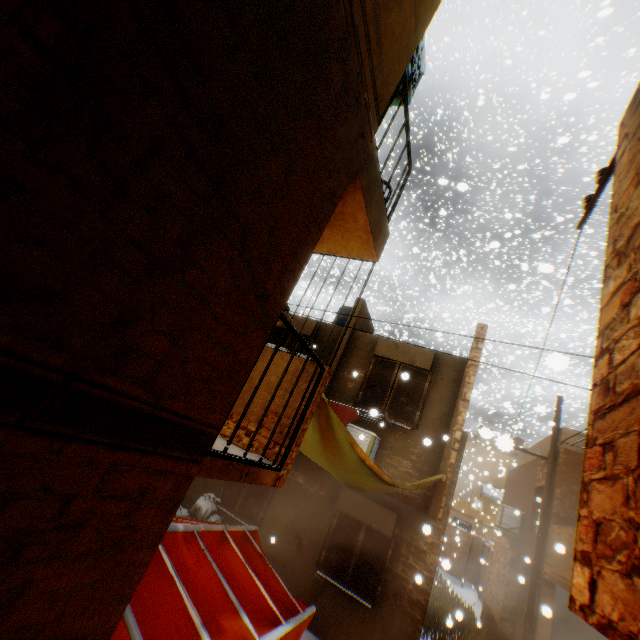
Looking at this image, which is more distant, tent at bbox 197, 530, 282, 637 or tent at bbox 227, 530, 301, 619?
tent at bbox 227, 530, 301, 619

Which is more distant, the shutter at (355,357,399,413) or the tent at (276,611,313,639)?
the shutter at (355,357,399,413)

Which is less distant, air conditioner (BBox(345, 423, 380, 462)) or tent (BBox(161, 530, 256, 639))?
tent (BBox(161, 530, 256, 639))

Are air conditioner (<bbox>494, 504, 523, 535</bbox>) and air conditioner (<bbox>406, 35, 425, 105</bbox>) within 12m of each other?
no

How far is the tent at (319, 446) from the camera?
4.32m

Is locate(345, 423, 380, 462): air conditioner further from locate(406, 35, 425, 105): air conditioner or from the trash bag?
locate(406, 35, 425, 105): air conditioner

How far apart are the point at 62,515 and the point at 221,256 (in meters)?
1.44

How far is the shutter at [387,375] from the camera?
8.44m
